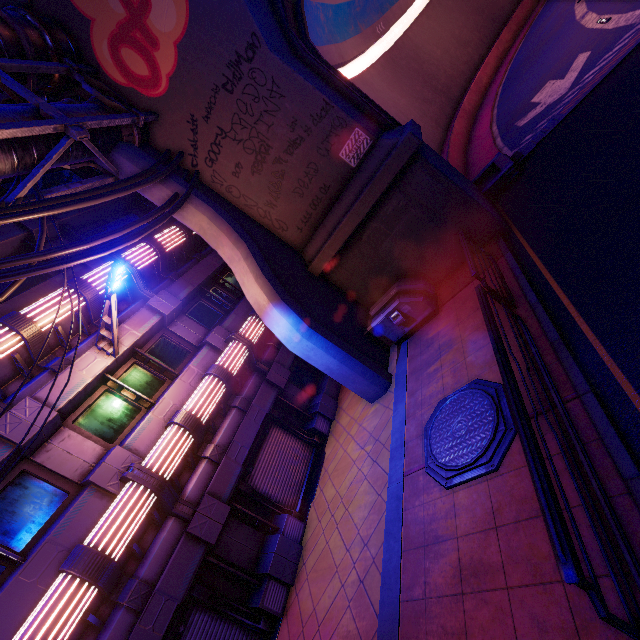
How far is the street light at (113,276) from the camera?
7.27m

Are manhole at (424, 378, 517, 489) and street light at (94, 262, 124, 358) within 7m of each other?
no

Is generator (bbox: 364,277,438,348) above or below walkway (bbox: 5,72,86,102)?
below

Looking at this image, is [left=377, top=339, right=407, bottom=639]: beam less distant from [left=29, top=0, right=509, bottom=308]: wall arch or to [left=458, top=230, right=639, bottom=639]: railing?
[left=29, top=0, right=509, bottom=308]: wall arch

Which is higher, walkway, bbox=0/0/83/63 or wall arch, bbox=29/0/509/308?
walkway, bbox=0/0/83/63

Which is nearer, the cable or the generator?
the cable

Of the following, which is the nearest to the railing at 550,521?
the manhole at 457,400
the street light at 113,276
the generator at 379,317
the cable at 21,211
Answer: the manhole at 457,400

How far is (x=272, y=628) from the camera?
7.5m
